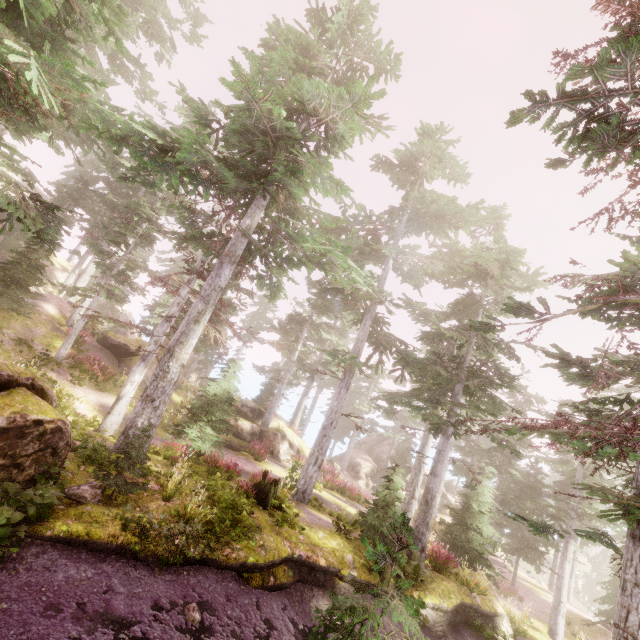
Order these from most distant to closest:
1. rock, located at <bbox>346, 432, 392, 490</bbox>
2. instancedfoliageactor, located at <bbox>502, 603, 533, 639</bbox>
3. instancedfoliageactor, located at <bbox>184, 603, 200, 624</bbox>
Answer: rock, located at <bbox>346, 432, 392, 490</bbox> → instancedfoliageactor, located at <bbox>502, 603, 533, 639</bbox> → instancedfoliageactor, located at <bbox>184, 603, 200, 624</bbox>

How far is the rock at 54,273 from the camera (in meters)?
35.47

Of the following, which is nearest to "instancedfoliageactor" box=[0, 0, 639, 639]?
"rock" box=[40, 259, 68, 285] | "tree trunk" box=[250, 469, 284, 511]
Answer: "rock" box=[40, 259, 68, 285]

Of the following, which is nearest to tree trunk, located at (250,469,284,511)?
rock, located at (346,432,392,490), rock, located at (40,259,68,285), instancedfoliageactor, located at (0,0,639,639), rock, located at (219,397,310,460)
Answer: instancedfoliageactor, located at (0,0,639,639)

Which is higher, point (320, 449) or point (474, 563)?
point (320, 449)

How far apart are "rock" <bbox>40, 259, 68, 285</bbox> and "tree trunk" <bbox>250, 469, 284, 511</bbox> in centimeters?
3573cm

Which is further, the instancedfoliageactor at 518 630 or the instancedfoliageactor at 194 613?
the instancedfoliageactor at 518 630
